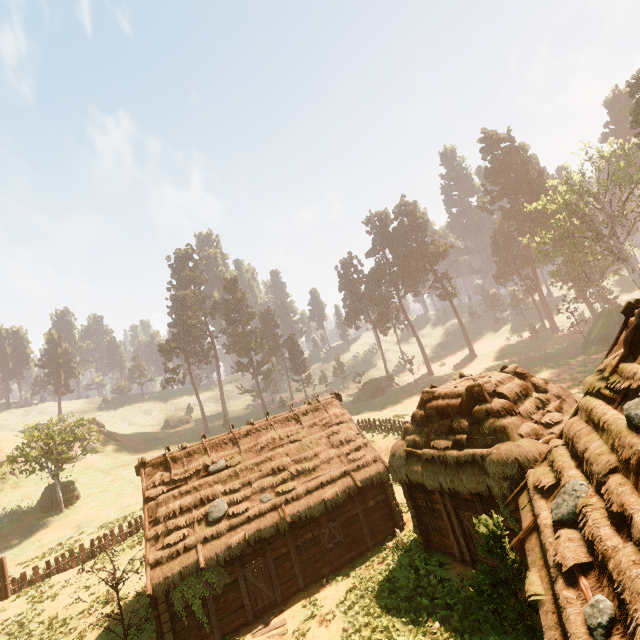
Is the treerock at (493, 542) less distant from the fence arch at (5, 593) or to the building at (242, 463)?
the building at (242, 463)

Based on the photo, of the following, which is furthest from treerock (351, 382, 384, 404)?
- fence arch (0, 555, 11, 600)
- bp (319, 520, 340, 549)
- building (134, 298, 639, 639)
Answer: bp (319, 520, 340, 549)

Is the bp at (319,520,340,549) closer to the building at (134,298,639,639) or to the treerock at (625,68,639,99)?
the building at (134,298,639,639)

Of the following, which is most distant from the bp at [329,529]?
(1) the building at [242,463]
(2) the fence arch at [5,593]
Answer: (2) the fence arch at [5,593]

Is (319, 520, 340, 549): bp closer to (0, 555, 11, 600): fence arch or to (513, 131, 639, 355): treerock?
(513, 131, 639, 355): treerock

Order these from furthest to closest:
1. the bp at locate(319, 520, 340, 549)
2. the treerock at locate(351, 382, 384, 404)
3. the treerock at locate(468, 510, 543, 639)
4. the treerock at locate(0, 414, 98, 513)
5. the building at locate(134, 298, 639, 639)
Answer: the treerock at locate(351, 382, 384, 404), the treerock at locate(0, 414, 98, 513), the bp at locate(319, 520, 340, 549), the treerock at locate(468, 510, 543, 639), the building at locate(134, 298, 639, 639)

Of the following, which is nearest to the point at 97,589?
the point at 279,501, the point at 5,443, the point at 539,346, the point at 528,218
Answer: the point at 279,501

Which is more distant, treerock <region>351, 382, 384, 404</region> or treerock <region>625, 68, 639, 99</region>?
treerock <region>351, 382, 384, 404</region>
